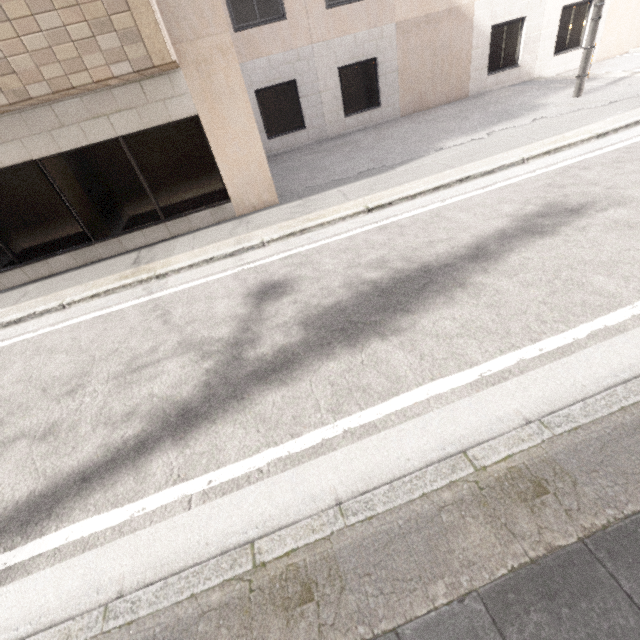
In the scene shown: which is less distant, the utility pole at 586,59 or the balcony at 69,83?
the balcony at 69,83

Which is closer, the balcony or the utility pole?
the balcony

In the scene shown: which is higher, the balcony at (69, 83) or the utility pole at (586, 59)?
the balcony at (69, 83)

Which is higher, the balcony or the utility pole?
the balcony

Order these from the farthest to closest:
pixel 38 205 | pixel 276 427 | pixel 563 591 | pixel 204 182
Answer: pixel 204 182
pixel 38 205
pixel 276 427
pixel 563 591
